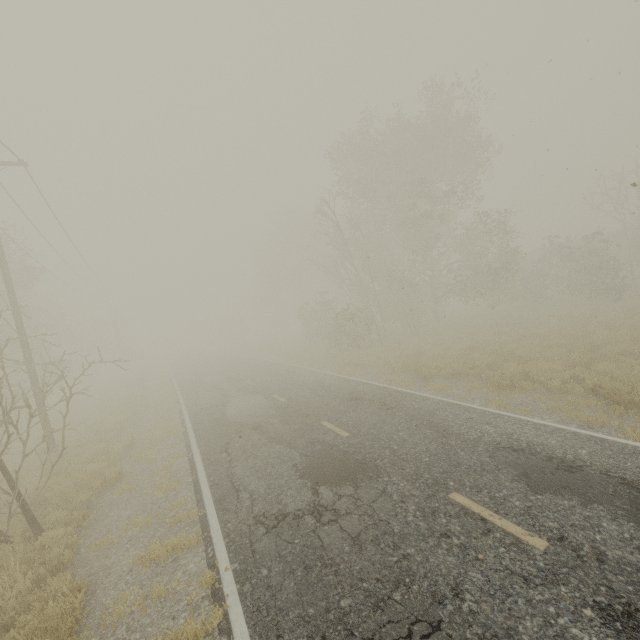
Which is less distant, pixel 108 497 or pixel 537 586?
pixel 537 586
